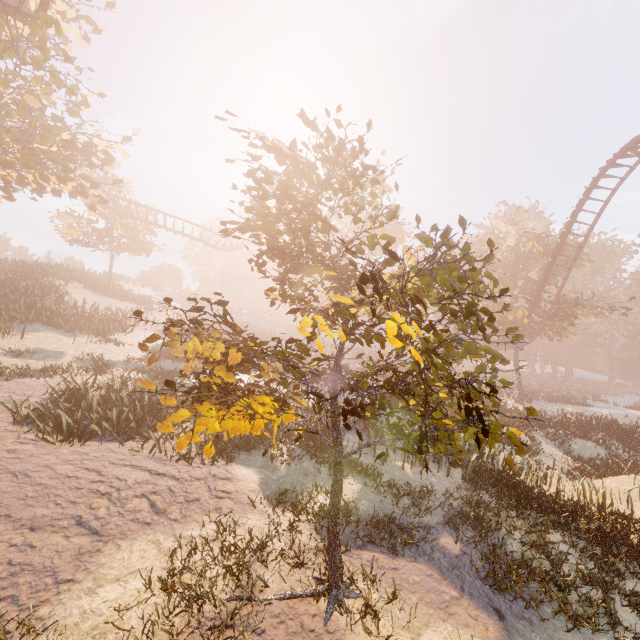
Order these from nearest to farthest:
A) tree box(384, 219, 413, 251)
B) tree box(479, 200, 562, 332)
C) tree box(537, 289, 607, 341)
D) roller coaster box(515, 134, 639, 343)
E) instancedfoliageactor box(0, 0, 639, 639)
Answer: instancedfoliageactor box(0, 0, 639, 639) → roller coaster box(515, 134, 639, 343) → tree box(384, 219, 413, 251) → tree box(537, 289, 607, 341) → tree box(479, 200, 562, 332)

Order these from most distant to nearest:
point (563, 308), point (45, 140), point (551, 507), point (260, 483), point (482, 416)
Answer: point (563, 308) < point (45, 140) < point (551, 507) < point (260, 483) < point (482, 416)

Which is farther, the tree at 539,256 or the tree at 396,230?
the tree at 539,256

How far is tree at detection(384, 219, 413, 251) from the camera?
26.6 meters

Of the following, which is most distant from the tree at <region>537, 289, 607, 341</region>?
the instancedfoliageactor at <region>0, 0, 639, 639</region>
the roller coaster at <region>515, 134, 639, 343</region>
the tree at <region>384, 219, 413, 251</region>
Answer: the instancedfoliageactor at <region>0, 0, 639, 639</region>

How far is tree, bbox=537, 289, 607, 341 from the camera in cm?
2988

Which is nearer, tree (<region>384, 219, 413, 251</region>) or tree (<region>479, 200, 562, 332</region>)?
tree (<region>384, 219, 413, 251</region>)

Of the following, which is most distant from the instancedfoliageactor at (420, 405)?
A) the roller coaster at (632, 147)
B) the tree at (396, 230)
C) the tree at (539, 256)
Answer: the tree at (539, 256)
